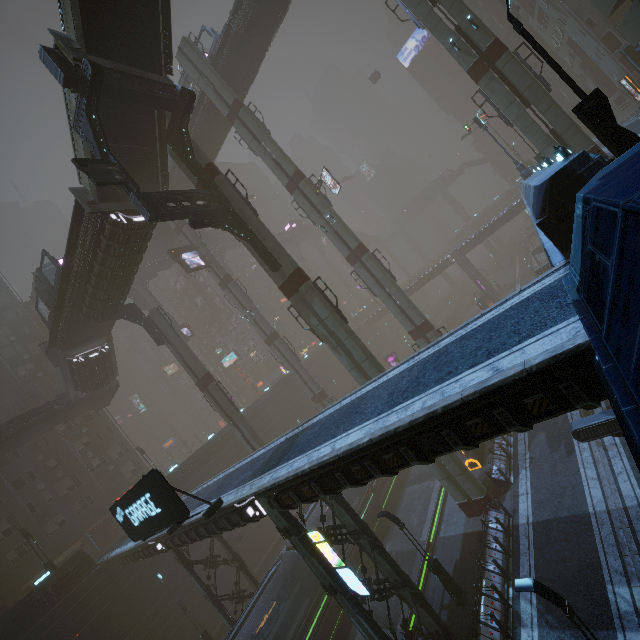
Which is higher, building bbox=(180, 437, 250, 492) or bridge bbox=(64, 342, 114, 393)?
bridge bbox=(64, 342, 114, 393)

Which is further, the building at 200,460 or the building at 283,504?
the building at 200,460

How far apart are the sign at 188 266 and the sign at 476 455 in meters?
31.7 m

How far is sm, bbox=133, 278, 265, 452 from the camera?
29.6 meters

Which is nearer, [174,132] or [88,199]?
[88,199]

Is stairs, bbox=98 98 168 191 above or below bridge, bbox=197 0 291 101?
below

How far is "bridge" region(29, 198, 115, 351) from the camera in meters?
20.2

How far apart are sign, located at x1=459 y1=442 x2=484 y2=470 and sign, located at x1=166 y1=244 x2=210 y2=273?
31.7 meters
